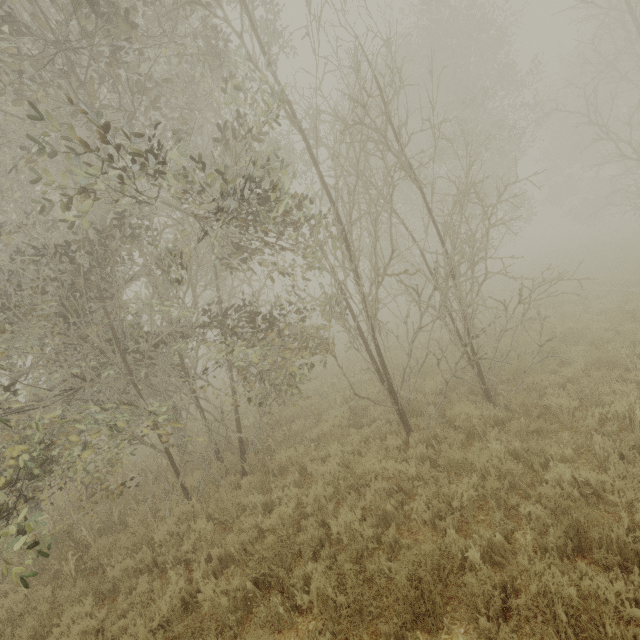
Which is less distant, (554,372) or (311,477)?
(311,477)
